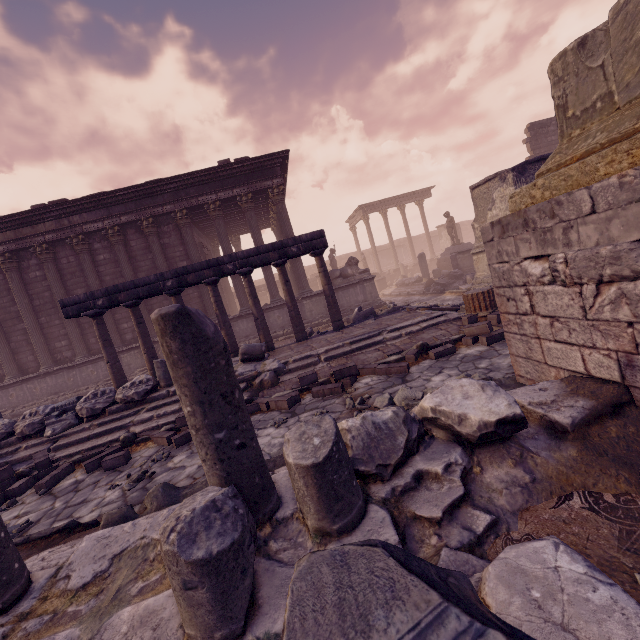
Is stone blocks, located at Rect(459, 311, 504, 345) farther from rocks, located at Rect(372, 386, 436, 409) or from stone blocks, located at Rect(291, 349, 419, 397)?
rocks, located at Rect(372, 386, 436, 409)

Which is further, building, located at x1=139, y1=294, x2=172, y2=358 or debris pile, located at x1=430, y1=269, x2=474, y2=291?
debris pile, located at x1=430, y1=269, x2=474, y2=291

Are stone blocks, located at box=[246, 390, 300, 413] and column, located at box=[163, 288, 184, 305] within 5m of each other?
yes

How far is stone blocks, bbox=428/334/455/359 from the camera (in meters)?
5.89

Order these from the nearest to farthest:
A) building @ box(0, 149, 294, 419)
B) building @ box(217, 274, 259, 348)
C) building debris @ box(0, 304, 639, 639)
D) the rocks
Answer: building debris @ box(0, 304, 639, 639), the rocks, building @ box(0, 149, 294, 419), building @ box(217, 274, 259, 348)

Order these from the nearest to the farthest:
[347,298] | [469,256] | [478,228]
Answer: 1. [478,228]
2. [347,298]
3. [469,256]

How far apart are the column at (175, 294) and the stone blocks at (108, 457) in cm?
348

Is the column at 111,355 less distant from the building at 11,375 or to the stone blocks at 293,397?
the building at 11,375
